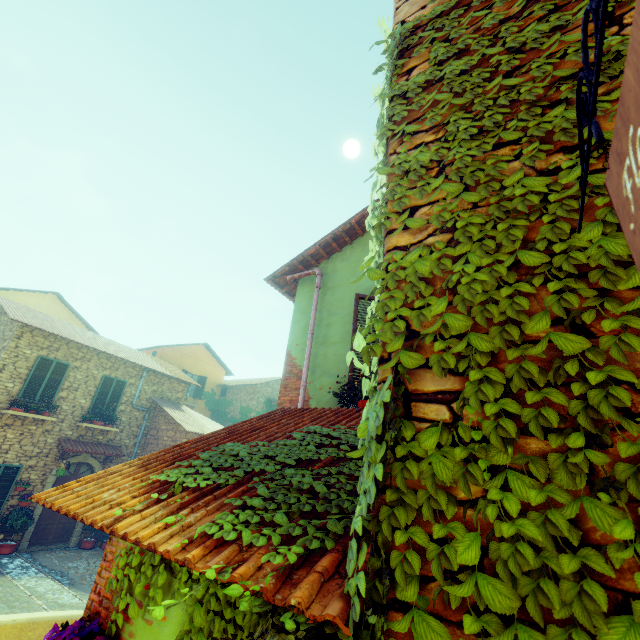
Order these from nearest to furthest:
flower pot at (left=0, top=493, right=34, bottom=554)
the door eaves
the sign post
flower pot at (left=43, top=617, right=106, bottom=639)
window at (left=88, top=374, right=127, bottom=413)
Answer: the sign post → flower pot at (left=43, top=617, right=106, bottom=639) → flower pot at (left=0, top=493, right=34, bottom=554) → the door eaves → window at (left=88, top=374, right=127, bottom=413)

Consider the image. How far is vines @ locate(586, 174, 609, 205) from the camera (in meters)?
1.07

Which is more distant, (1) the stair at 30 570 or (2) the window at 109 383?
(2) the window at 109 383

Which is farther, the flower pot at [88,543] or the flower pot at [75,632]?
the flower pot at [88,543]

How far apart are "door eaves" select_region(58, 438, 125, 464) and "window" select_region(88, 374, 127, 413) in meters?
1.1

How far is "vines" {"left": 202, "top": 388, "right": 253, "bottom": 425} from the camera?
22.1m

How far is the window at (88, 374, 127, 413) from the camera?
13.7m

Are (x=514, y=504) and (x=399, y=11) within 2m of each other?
no
